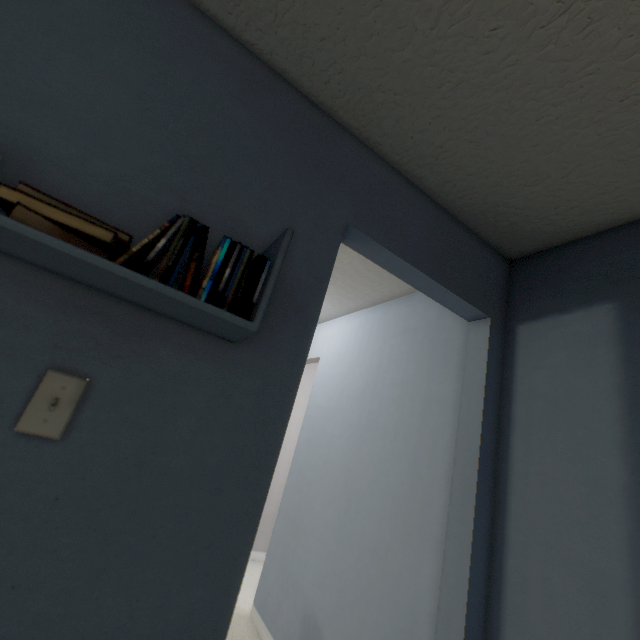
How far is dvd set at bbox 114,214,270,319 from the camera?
0.7m

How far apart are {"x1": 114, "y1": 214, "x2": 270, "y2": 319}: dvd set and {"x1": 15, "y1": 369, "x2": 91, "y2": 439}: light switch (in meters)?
0.26

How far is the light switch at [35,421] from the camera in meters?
0.7

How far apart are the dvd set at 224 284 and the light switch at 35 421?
0.3 meters

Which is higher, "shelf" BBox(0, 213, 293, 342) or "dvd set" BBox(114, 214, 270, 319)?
"dvd set" BBox(114, 214, 270, 319)

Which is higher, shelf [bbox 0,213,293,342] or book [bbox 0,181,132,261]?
book [bbox 0,181,132,261]

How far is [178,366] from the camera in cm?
82

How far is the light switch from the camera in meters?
0.7
